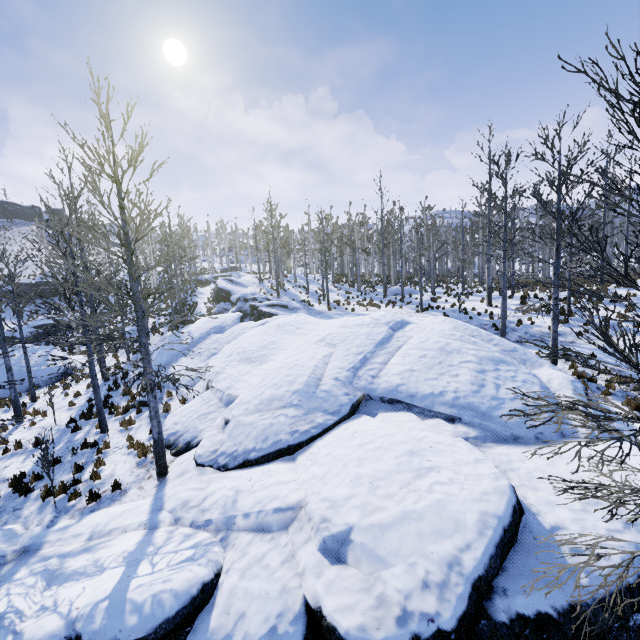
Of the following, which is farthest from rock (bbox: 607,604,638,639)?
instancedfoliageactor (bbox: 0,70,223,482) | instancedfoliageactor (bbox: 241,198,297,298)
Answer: instancedfoliageactor (bbox: 241,198,297,298)

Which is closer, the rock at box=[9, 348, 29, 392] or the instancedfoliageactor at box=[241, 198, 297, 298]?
the rock at box=[9, 348, 29, 392]

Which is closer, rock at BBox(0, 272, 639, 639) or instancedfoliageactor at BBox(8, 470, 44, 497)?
rock at BBox(0, 272, 639, 639)

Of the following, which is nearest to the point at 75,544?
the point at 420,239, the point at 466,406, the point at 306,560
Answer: the point at 306,560

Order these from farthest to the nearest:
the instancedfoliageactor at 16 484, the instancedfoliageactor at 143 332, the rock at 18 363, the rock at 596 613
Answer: the rock at 18 363 → the instancedfoliageactor at 16 484 → the instancedfoliageactor at 143 332 → the rock at 596 613

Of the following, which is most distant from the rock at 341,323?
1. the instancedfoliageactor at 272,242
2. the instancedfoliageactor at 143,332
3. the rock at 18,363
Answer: the rock at 18,363

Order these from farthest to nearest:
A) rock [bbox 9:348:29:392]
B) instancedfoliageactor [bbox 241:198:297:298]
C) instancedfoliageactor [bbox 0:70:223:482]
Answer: instancedfoliageactor [bbox 241:198:297:298], rock [bbox 9:348:29:392], instancedfoliageactor [bbox 0:70:223:482]

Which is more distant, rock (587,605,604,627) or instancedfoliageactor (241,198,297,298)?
instancedfoliageactor (241,198,297,298)
